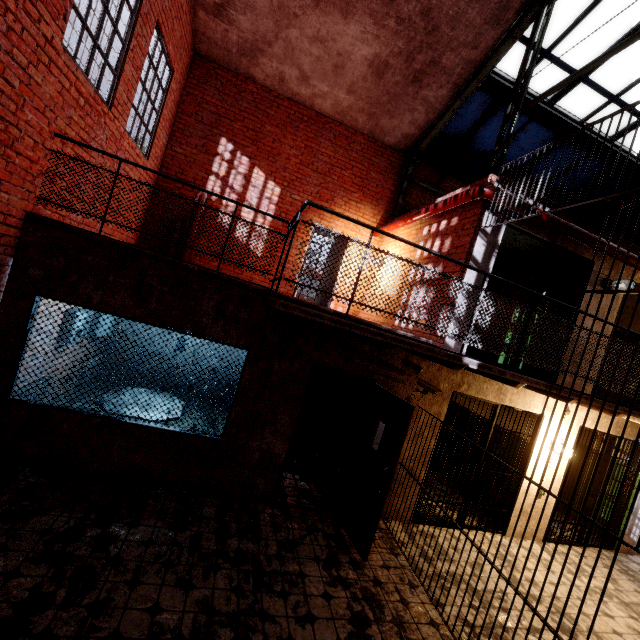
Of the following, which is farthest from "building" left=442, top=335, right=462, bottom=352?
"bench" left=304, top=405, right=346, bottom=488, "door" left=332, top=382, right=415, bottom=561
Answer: "bench" left=304, top=405, right=346, bottom=488

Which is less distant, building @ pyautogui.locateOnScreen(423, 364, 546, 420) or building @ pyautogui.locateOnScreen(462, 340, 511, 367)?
building @ pyautogui.locateOnScreen(423, 364, 546, 420)

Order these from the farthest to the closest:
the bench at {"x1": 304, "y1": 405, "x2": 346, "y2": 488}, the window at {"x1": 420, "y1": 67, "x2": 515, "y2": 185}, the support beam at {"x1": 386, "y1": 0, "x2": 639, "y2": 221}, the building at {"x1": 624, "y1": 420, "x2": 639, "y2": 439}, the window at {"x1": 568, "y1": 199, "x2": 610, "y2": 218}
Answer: the window at {"x1": 568, "y1": 199, "x2": 610, "y2": 218} → the window at {"x1": 420, "y1": 67, "x2": 515, "y2": 185} → the building at {"x1": 624, "y1": 420, "x2": 639, "y2": 439} → the bench at {"x1": 304, "y1": 405, "x2": 346, "y2": 488} → the support beam at {"x1": 386, "y1": 0, "x2": 639, "y2": 221}

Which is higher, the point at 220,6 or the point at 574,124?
the point at 574,124

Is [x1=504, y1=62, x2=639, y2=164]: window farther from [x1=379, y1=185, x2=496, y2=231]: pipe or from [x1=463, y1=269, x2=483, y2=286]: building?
[x1=379, y1=185, x2=496, y2=231]: pipe

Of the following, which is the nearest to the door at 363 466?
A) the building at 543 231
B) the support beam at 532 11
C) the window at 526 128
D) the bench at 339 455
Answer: the bench at 339 455

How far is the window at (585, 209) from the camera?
9.6m

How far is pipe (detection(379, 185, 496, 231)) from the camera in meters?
5.0
